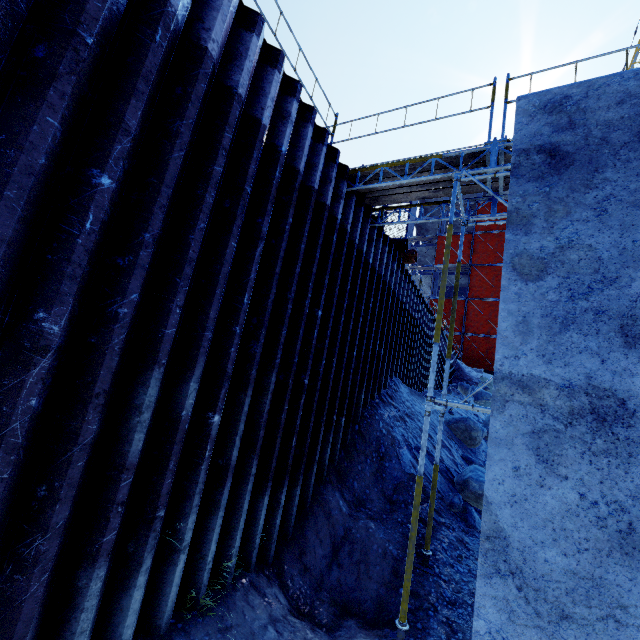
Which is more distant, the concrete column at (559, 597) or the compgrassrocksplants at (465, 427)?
the compgrassrocksplants at (465, 427)

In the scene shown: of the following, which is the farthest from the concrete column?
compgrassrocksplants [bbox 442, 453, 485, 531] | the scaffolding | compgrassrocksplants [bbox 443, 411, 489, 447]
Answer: compgrassrocksplants [bbox 443, 411, 489, 447]

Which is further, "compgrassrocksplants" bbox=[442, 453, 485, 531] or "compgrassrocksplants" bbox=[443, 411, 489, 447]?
"compgrassrocksplants" bbox=[443, 411, 489, 447]

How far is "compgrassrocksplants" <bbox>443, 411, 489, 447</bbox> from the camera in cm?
1095

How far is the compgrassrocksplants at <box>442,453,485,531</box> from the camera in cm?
711

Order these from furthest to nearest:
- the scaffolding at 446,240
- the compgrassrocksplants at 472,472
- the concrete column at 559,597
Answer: the compgrassrocksplants at 472,472
the scaffolding at 446,240
the concrete column at 559,597

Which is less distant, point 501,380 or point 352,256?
point 501,380

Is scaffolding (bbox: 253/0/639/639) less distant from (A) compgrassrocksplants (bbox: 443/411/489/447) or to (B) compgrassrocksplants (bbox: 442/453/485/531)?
(B) compgrassrocksplants (bbox: 442/453/485/531)
